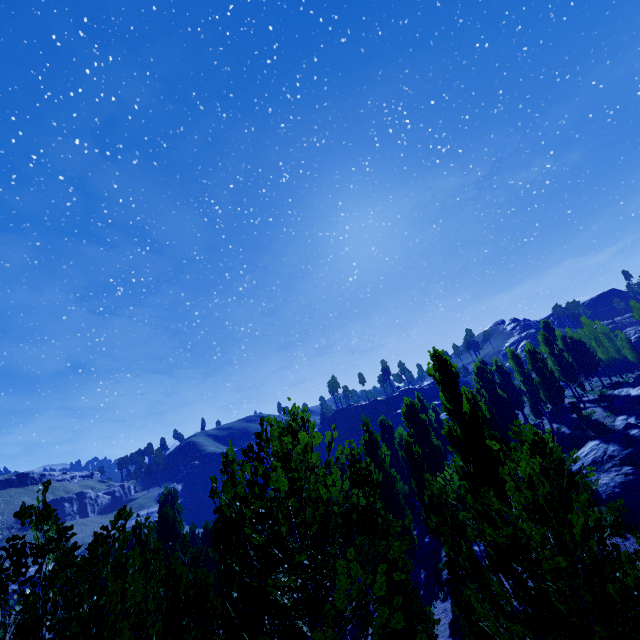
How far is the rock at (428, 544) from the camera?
28.91m

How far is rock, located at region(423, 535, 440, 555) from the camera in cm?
2891

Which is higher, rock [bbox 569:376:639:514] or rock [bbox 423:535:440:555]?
rock [bbox 569:376:639:514]

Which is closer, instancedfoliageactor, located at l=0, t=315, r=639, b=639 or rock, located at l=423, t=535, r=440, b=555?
instancedfoliageactor, located at l=0, t=315, r=639, b=639

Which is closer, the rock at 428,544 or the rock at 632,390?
the rock at 632,390

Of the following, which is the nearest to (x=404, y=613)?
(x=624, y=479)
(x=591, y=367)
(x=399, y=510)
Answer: (x=399, y=510)

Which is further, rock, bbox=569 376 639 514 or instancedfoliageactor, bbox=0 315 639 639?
rock, bbox=569 376 639 514

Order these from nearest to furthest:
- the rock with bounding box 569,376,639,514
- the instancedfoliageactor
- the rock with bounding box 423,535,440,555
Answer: the instancedfoliageactor
the rock with bounding box 569,376,639,514
the rock with bounding box 423,535,440,555
